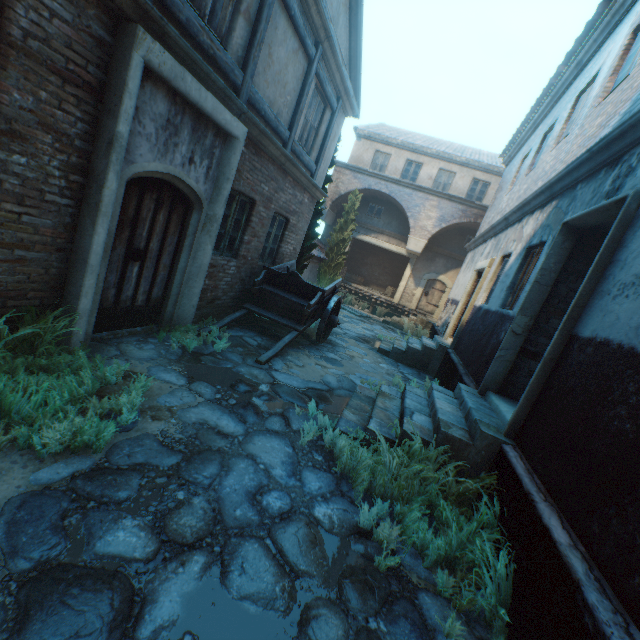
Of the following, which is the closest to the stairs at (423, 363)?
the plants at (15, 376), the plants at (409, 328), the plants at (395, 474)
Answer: the plants at (409, 328)

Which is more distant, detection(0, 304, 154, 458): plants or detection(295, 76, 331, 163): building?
detection(295, 76, 331, 163): building

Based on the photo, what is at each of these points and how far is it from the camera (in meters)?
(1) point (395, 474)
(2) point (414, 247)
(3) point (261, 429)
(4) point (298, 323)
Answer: (1) plants, 3.51
(2) building, 17.98
(3) ground stones, 3.92
(4) cart, 7.46

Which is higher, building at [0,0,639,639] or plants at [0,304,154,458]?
building at [0,0,639,639]

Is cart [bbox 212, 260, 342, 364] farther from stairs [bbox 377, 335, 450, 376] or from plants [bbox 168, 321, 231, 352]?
stairs [bbox 377, 335, 450, 376]

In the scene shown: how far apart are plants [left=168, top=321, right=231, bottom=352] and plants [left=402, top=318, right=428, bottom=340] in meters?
11.2

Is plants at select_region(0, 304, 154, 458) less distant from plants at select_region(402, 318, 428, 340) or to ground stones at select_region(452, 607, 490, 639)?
ground stones at select_region(452, 607, 490, 639)

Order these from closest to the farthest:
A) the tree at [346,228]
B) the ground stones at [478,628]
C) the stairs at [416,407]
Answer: the ground stones at [478,628]
the stairs at [416,407]
the tree at [346,228]
